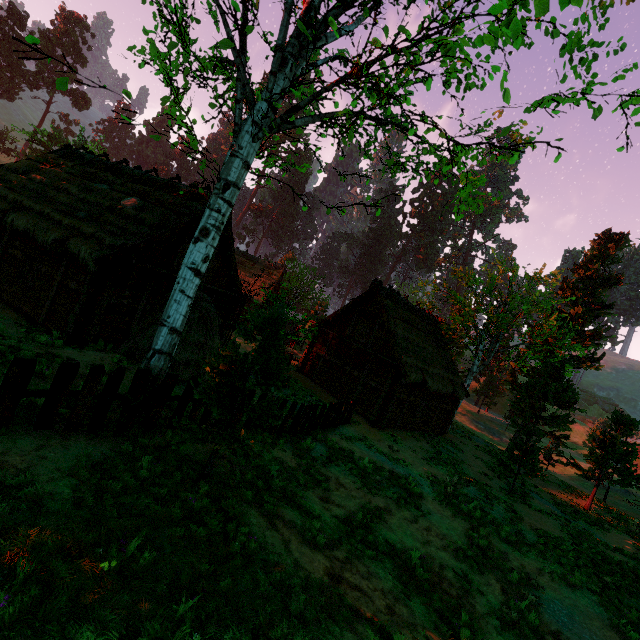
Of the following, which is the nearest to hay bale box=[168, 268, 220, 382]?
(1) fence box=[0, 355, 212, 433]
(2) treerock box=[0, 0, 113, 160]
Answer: (1) fence box=[0, 355, 212, 433]

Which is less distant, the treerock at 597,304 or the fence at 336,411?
the fence at 336,411

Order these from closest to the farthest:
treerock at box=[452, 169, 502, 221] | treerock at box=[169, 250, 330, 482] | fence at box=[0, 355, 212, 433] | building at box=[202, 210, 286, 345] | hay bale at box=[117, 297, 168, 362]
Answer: fence at box=[0, 355, 212, 433] < treerock at box=[169, 250, 330, 482] < treerock at box=[452, 169, 502, 221] < hay bale at box=[117, 297, 168, 362] < building at box=[202, 210, 286, 345]

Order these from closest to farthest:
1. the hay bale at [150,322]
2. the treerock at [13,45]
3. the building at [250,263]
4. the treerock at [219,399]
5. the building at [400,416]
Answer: the treerock at [219,399] → the hay bale at [150,322] → the building at [250,263] → the building at [400,416] → the treerock at [13,45]

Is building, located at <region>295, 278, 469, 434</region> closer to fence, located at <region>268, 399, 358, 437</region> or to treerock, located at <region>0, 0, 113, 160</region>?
treerock, located at <region>0, 0, 113, 160</region>

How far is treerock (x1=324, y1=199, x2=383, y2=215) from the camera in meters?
8.0 m

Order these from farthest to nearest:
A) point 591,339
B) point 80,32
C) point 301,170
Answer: point 80,32
point 591,339
point 301,170

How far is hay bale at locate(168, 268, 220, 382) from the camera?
11.0 meters
